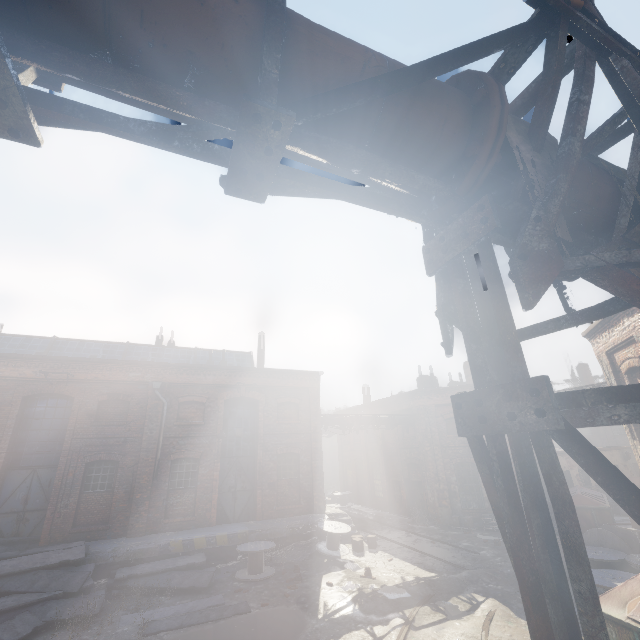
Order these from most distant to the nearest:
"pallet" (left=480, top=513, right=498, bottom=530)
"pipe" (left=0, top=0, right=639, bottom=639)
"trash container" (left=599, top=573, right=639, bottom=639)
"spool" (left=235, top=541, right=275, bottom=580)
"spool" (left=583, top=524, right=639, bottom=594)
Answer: "pallet" (left=480, top=513, right=498, bottom=530) < "spool" (left=235, top=541, right=275, bottom=580) < "spool" (left=583, top=524, right=639, bottom=594) < "trash container" (left=599, top=573, right=639, bottom=639) < "pipe" (left=0, top=0, right=639, bottom=639)

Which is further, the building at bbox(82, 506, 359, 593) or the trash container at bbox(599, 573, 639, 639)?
the building at bbox(82, 506, 359, 593)

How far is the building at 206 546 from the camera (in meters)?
12.26

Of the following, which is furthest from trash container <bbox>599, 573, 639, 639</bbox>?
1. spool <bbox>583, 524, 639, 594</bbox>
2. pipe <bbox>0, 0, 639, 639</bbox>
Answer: spool <bbox>583, 524, 639, 594</bbox>

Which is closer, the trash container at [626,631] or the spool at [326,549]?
the trash container at [626,631]

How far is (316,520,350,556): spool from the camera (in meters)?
14.12

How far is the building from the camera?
12.3m

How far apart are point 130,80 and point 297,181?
0.7m
